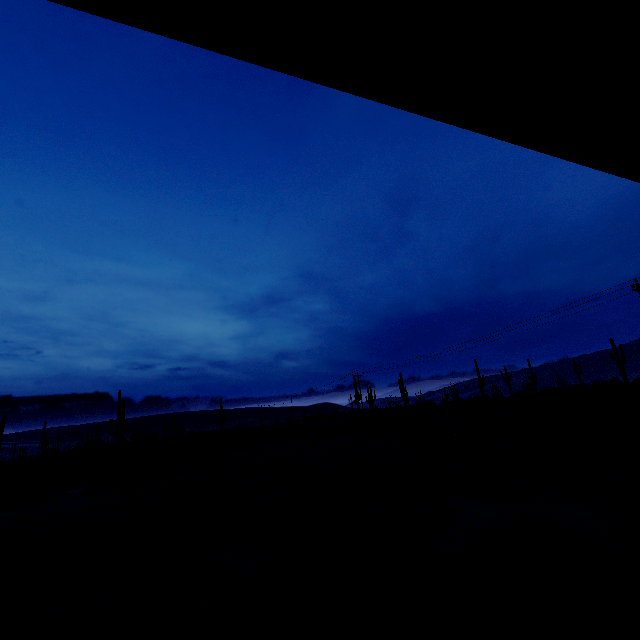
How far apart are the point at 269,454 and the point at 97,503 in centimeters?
1291cm
